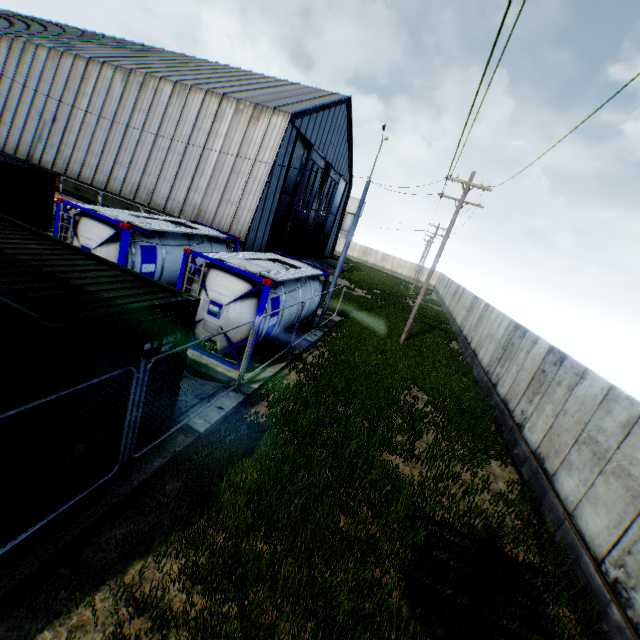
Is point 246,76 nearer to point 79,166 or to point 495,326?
point 79,166

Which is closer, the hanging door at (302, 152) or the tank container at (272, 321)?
the tank container at (272, 321)

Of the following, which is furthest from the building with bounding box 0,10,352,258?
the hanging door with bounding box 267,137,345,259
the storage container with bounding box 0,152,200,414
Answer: the storage container with bounding box 0,152,200,414

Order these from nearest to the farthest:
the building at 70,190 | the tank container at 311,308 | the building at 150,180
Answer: the tank container at 311,308 < the building at 150,180 < the building at 70,190

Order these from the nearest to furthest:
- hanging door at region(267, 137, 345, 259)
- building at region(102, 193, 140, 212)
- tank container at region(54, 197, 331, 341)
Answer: tank container at region(54, 197, 331, 341) → building at region(102, 193, 140, 212) → hanging door at region(267, 137, 345, 259)

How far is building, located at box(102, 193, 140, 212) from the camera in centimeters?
2536cm

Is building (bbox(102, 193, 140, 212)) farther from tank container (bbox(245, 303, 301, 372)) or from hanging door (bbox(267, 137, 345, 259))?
tank container (bbox(245, 303, 301, 372))

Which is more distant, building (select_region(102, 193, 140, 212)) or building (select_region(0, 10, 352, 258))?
building (select_region(102, 193, 140, 212))
